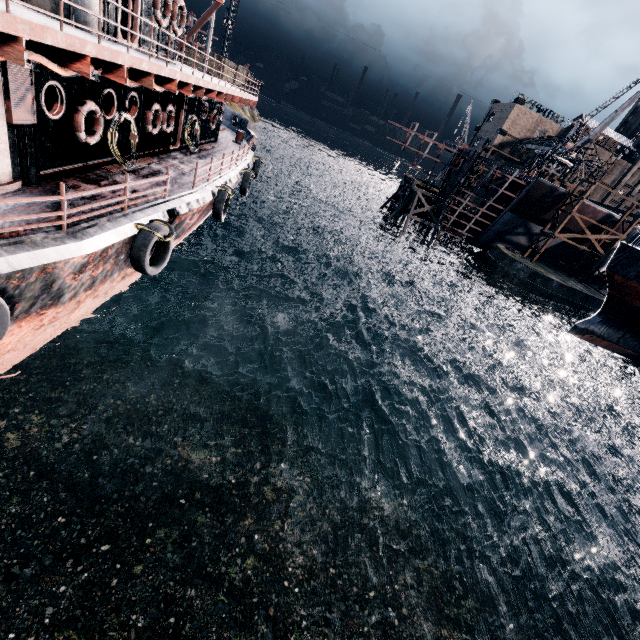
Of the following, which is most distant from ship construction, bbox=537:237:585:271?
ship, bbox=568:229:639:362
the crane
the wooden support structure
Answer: ship, bbox=568:229:639:362

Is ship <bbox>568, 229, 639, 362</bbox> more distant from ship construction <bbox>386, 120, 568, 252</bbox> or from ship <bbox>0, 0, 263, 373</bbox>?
ship <bbox>0, 0, 263, 373</bbox>

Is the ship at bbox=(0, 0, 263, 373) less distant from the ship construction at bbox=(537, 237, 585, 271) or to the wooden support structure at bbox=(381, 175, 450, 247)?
the ship construction at bbox=(537, 237, 585, 271)

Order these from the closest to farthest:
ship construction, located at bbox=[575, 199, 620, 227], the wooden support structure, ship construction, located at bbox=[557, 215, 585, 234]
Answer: Result:
ship construction, located at bbox=[575, 199, 620, 227]
ship construction, located at bbox=[557, 215, 585, 234]
the wooden support structure

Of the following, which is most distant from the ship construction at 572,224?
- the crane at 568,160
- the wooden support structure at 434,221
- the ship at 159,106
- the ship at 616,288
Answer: the ship at 159,106

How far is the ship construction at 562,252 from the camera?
47.0 meters

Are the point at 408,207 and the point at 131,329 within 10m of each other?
no

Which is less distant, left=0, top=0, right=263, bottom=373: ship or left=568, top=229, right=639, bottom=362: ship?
left=0, top=0, right=263, bottom=373: ship
